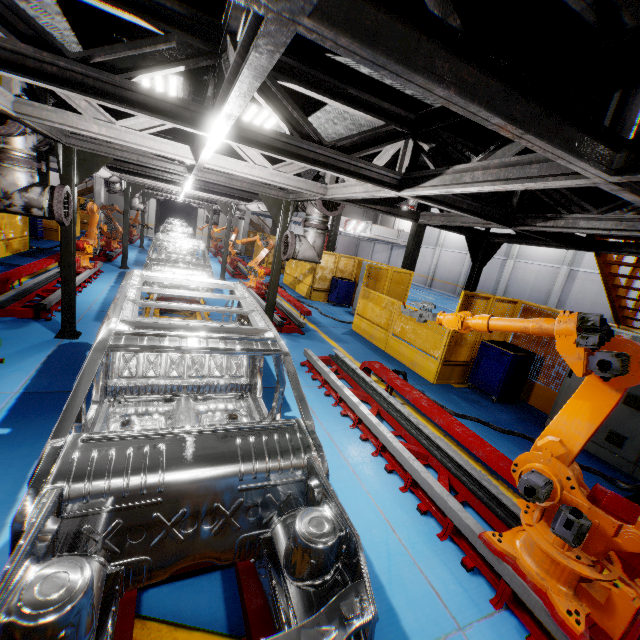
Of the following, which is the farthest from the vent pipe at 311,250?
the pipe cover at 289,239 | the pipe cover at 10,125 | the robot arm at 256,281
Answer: the pipe cover at 10,125

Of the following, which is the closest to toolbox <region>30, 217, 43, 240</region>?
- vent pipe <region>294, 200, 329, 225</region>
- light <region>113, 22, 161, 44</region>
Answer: vent pipe <region>294, 200, 329, 225</region>

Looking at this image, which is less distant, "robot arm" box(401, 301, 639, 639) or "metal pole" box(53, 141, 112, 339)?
"robot arm" box(401, 301, 639, 639)

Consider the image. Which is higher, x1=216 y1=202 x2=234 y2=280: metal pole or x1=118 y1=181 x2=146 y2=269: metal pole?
x1=216 y1=202 x2=234 y2=280: metal pole

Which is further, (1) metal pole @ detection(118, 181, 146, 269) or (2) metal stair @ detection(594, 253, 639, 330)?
(1) metal pole @ detection(118, 181, 146, 269)

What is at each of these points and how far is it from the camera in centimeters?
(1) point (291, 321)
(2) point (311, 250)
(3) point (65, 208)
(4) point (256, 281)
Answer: (1) metal platform, 962cm
(2) vent pipe, 638cm
(3) pipe cover, 487cm
(4) robot arm, 1219cm

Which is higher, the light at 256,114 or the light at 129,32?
the light at 129,32

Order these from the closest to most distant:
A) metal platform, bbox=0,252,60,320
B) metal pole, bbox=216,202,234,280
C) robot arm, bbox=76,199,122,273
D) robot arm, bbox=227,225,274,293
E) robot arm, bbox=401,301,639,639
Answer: robot arm, bbox=401,301,639,639, metal platform, bbox=0,252,60,320, robot arm, bbox=76,199,122,273, robot arm, bbox=227,225,274,293, metal pole, bbox=216,202,234,280
